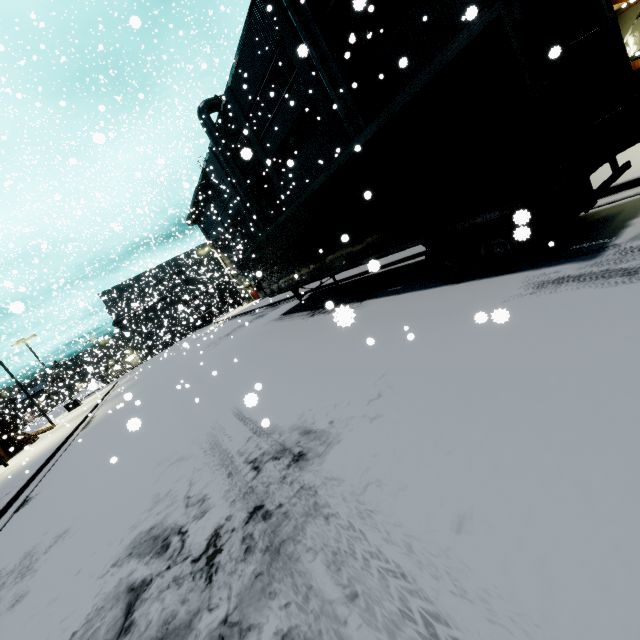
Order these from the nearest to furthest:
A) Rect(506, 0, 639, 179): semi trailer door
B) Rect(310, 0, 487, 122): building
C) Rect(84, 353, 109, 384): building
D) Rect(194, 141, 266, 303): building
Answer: Rect(506, 0, 639, 179): semi trailer door, Rect(310, 0, 487, 122): building, Rect(84, 353, 109, 384): building, Rect(194, 141, 266, 303): building

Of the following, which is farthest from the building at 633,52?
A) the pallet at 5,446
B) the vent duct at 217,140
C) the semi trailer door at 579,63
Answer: the pallet at 5,446

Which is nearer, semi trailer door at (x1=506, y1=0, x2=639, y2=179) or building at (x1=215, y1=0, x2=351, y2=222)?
semi trailer door at (x1=506, y1=0, x2=639, y2=179)

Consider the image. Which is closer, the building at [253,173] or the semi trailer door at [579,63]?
the semi trailer door at [579,63]

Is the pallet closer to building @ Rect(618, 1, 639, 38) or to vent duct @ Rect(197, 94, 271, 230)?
building @ Rect(618, 1, 639, 38)

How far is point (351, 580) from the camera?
2.46m

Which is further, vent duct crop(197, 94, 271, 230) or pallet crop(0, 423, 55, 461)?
vent duct crop(197, 94, 271, 230)

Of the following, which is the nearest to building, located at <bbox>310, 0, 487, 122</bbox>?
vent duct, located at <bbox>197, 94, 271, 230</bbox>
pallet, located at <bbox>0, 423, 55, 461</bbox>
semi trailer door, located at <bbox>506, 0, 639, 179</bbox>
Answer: vent duct, located at <bbox>197, 94, 271, 230</bbox>
